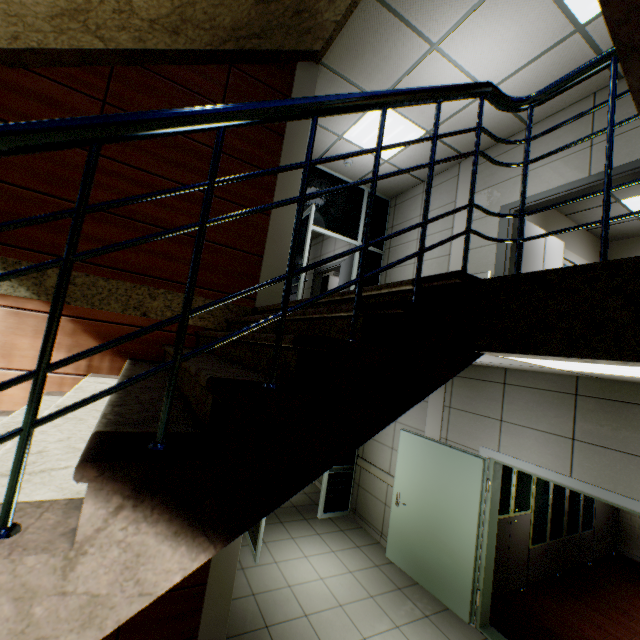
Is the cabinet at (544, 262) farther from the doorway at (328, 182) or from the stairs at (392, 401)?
the stairs at (392, 401)

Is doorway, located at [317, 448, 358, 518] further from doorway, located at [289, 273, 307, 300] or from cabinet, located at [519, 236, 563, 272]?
cabinet, located at [519, 236, 563, 272]

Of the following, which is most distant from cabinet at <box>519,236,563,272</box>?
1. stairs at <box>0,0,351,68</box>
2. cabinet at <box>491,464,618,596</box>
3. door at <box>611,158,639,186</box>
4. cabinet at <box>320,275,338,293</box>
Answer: cabinet at <box>320,275,338,293</box>

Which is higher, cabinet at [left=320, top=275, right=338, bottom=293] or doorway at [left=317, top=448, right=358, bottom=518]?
cabinet at [left=320, top=275, right=338, bottom=293]

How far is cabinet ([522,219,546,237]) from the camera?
4.9 meters

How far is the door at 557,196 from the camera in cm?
381

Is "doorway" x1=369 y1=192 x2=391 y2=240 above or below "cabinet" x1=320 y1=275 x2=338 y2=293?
above

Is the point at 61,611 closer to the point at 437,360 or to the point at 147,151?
the point at 437,360
